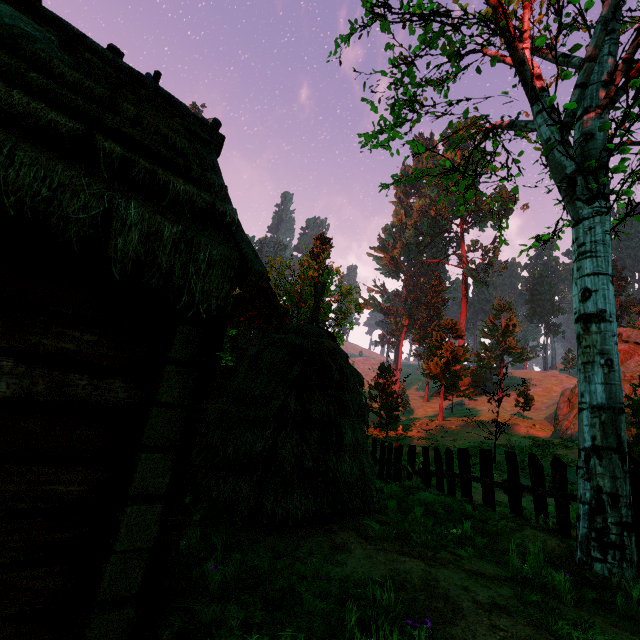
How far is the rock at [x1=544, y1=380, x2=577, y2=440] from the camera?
26.5 meters

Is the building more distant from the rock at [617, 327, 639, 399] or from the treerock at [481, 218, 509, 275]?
the rock at [617, 327, 639, 399]

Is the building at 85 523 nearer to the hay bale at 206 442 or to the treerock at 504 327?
the treerock at 504 327

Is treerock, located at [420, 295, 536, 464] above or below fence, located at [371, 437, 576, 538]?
above

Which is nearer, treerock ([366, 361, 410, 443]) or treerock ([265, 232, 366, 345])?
treerock ([366, 361, 410, 443])

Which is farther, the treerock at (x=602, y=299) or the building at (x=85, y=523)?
the treerock at (x=602, y=299)

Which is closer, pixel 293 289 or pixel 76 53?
pixel 76 53

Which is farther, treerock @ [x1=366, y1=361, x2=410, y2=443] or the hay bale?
treerock @ [x1=366, y1=361, x2=410, y2=443]
